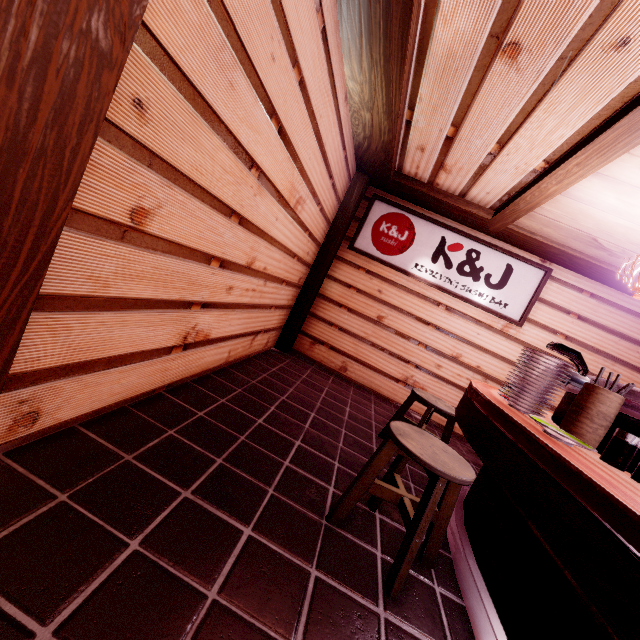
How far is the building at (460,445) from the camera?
7.1m

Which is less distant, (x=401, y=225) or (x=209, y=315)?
(x=209, y=315)

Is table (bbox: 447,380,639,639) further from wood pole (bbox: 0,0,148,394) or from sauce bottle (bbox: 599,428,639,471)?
wood pole (bbox: 0,0,148,394)

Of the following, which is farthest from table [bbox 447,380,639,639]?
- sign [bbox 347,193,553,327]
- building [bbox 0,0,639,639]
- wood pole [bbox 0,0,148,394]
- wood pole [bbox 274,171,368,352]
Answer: wood pole [bbox 274,171,368,352]

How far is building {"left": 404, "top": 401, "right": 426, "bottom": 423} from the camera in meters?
8.4 m

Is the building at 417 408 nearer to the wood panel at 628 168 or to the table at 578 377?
the table at 578 377

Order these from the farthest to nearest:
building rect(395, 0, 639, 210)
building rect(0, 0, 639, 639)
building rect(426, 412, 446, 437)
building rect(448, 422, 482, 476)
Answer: building rect(426, 412, 446, 437) < building rect(448, 422, 482, 476) < building rect(395, 0, 639, 210) < building rect(0, 0, 639, 639)

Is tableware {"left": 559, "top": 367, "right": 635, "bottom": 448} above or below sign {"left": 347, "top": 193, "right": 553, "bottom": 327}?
below
